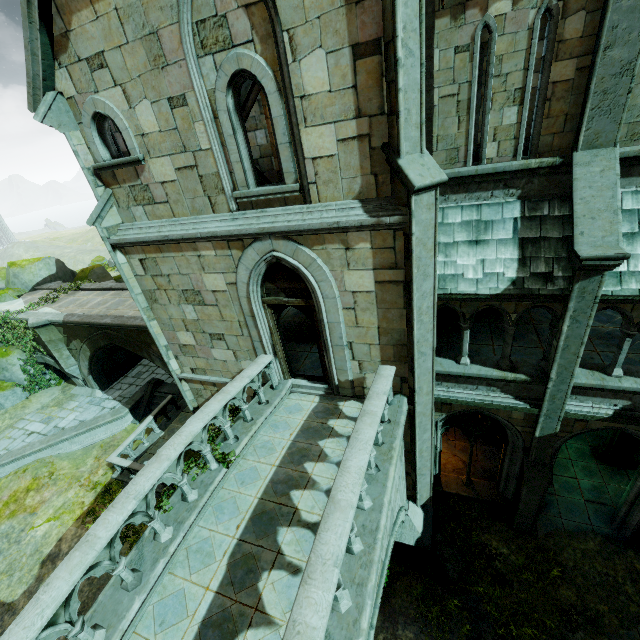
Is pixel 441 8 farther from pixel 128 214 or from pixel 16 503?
pixel 16 503

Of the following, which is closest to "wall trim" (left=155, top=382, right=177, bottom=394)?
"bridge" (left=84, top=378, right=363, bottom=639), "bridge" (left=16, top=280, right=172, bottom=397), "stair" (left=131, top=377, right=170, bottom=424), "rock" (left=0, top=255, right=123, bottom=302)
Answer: "stair" (left=131, top=377, right=170, bottom=424)

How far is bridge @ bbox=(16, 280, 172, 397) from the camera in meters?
14.7 m

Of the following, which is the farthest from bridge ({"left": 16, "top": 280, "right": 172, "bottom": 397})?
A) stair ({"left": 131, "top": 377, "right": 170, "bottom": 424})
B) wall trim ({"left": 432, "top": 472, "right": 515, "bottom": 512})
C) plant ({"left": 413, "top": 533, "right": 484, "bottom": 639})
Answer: plant ({"left": 413, "top": 533, "right": 484, "bottom": 639})

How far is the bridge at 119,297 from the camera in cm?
1470

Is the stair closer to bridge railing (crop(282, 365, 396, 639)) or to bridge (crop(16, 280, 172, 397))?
bridge (crop(16, 280, 172, 397))

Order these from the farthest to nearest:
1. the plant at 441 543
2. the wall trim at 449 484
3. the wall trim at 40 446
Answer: the wall trim at 40 446 → the wall trim at 449 484 → the plant at 441 543

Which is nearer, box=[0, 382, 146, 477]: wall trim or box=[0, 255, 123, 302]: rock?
box=[0, 382, 146, 477]: wall trim
